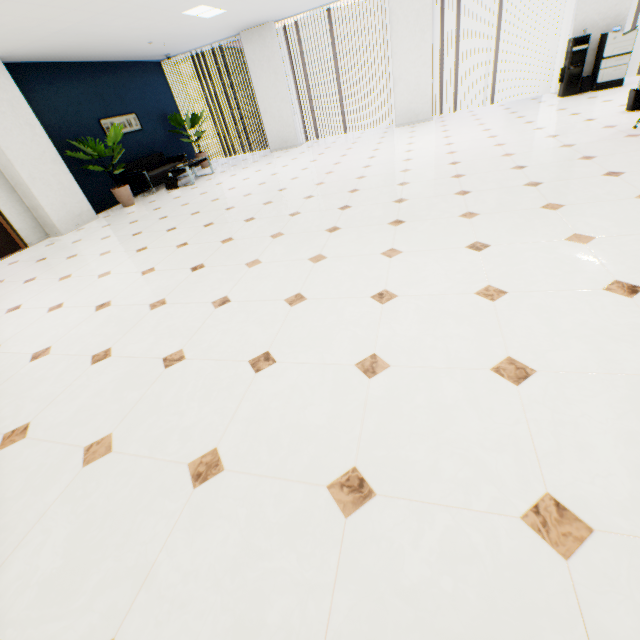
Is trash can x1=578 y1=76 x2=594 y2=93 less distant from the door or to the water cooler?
the water cooler

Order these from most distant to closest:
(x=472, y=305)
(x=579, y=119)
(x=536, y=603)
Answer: (x=579, y=119) < (x=472, y=305) < (x=536, y=603)

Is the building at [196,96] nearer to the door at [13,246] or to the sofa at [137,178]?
the sofa at [137,178]

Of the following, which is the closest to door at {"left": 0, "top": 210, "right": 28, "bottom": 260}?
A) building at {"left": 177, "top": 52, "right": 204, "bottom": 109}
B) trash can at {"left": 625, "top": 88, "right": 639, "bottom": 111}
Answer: trash can at {"left": 625, "top": 88, "right": 639, "bottom": 111}

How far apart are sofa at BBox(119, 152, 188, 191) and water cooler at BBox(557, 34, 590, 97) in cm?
998

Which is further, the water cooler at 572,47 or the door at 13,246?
the water cooler at 572,47

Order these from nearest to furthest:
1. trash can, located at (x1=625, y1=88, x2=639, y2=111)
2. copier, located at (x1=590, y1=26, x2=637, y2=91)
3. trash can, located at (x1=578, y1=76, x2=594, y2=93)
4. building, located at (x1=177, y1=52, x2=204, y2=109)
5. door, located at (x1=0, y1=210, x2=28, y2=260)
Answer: trash can, located at (x1=625, y1=88, x2=639, y2=111) → door, located at (x1=0, y1=210, x2=28, y2=260) → copier, located at (x1=590, y1=26, x2=637, y2=91) → trash can, located at (x1=578, y1=76, x2=594, y2=93) → building, located at (x1=177, y1=52, x2=204, y2=109)

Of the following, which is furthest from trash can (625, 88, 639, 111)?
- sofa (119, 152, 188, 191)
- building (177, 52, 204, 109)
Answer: building (177, 52, 204, 109)
